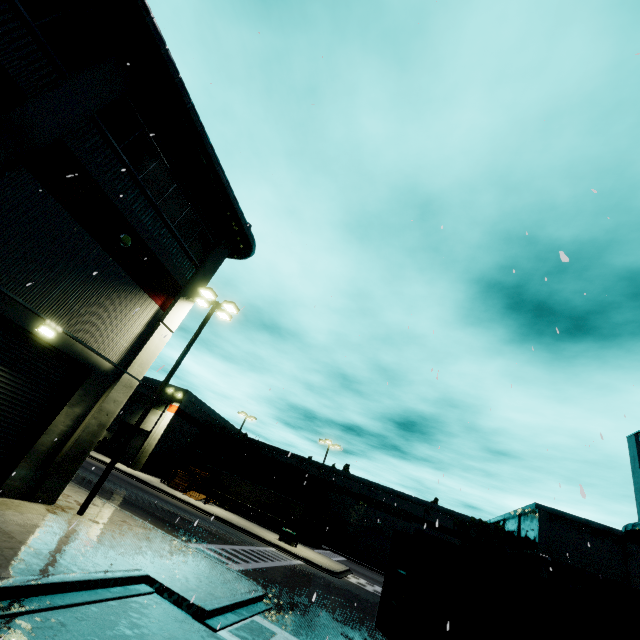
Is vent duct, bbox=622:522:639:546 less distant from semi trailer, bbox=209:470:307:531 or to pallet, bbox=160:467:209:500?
semi trailer, bbox=209:470:307:531

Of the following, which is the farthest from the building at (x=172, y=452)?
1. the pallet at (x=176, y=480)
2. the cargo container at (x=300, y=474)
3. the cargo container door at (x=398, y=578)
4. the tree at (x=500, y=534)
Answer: the pallet at (x=176, y=480)

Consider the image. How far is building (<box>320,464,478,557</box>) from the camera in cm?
4772

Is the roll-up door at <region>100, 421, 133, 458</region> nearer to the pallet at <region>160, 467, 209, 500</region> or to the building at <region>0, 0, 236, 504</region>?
the building at <region>0, 0, 236, 504</region>

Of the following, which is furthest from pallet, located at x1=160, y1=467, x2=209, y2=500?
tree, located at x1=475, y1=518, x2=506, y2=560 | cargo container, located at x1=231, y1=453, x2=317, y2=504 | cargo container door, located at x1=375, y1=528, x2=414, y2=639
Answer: tree, located at x1=475, y1=518, x2=506, y2=560

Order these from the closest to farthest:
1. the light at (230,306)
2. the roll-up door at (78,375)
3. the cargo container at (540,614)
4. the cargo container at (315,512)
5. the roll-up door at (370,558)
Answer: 1. the cargo container at (540,614)
2. the roll-up door at (78,375)
3. the light at (230,306)
4. the cargo container at (315,512)
5. the roll-up door at (370,558)

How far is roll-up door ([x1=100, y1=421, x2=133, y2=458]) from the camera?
41.3m

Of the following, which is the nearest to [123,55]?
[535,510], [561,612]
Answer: [561,612]
